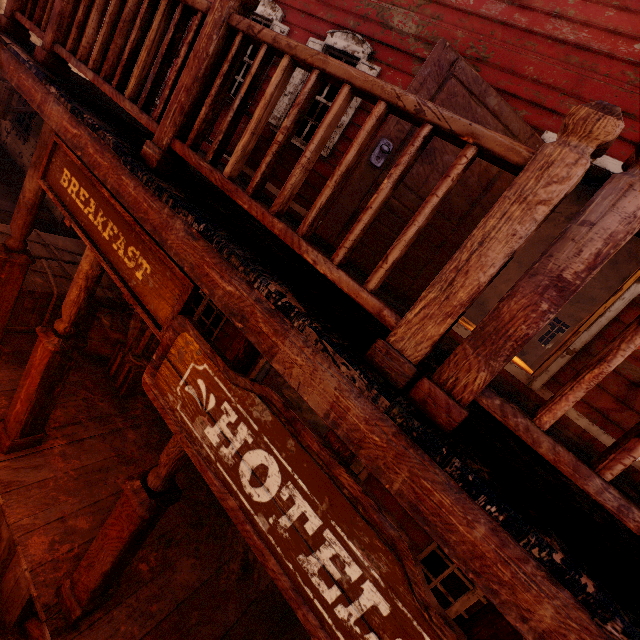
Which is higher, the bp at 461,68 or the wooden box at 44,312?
the bp at 461,68

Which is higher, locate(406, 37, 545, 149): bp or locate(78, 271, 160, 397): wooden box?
locate(406, 37, 545, 149): bp

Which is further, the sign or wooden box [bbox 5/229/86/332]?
wooden box [bbox 5/229/86/332]

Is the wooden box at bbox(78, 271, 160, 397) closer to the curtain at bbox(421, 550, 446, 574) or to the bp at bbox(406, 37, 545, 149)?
the bp at bbox(406, 37, 545, 149)

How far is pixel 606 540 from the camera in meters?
1.2

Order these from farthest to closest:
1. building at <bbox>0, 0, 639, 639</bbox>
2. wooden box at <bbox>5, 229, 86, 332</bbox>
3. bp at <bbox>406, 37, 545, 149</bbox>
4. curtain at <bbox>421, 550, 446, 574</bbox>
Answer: wooden box at <bbox>5, 229, 86, 332</bbox> → curtain at <bbox>421, 550, 446, 574</bbox> → bp at <bbox>406, 37, 545, 149</bbox> → building at <bbox>0, 0, 639, 639</bbox>

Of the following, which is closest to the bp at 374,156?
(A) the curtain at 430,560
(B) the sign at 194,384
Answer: (B) the sign at 194,384

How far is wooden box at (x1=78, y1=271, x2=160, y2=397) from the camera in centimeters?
516cm
